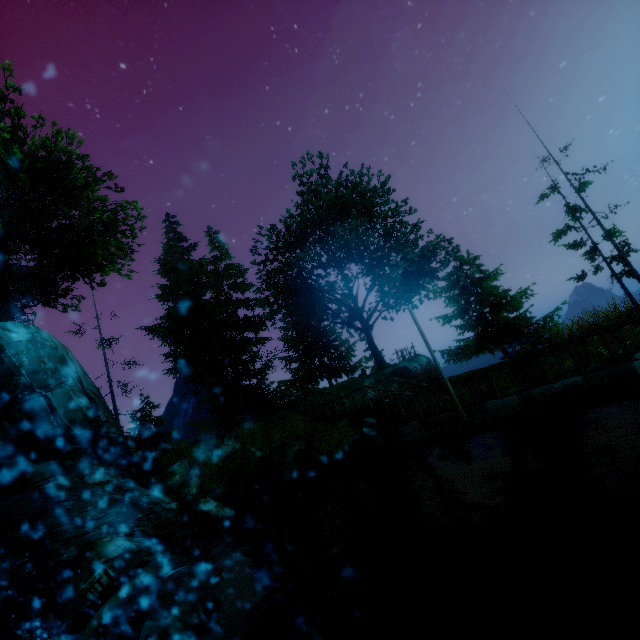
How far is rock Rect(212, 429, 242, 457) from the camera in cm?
1841

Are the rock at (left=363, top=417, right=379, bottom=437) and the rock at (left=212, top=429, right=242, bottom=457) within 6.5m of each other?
no

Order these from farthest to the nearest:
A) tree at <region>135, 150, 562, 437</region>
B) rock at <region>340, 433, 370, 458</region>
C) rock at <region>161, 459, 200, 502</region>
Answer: tree at <region>135, 150, 562, 437</region> < rock at <region>161, 459, 200, 502</region> < rock at <region>340, 433, 370, 458</region>

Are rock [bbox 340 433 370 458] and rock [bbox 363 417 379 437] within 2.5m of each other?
yes

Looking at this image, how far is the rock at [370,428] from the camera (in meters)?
14.77

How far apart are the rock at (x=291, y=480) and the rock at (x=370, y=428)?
2.31m

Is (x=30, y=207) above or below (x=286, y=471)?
above

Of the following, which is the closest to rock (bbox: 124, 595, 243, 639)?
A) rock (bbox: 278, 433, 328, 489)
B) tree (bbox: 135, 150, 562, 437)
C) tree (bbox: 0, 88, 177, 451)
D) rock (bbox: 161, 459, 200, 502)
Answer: rock (bbox: 278, 433, 328, 489)
